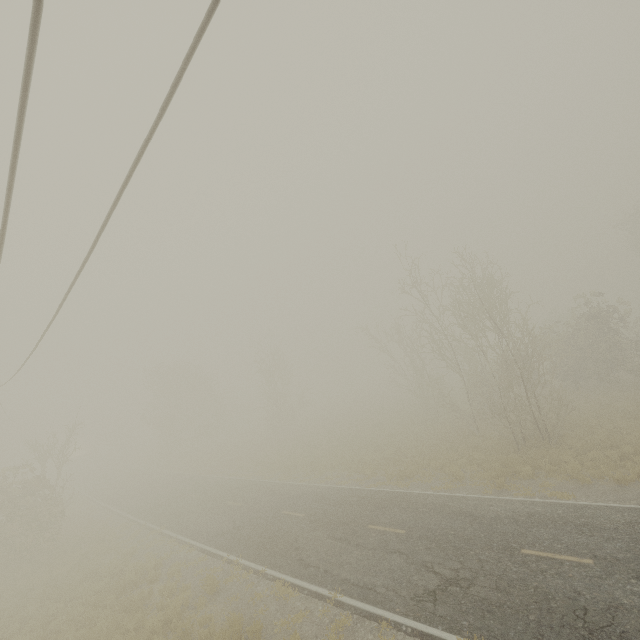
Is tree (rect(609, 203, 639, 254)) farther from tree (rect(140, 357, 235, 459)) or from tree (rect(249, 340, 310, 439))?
tree (rect(140, 357, 235, 459))

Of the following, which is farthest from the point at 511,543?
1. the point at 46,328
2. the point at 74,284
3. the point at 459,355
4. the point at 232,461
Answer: the point at 232,461

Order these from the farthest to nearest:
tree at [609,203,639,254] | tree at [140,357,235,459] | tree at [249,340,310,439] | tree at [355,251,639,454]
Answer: tree at [140,357,235,459] < tree at [249,340,310,439] < tree at [609,203,639,254] < tree at [355,251,639,454]

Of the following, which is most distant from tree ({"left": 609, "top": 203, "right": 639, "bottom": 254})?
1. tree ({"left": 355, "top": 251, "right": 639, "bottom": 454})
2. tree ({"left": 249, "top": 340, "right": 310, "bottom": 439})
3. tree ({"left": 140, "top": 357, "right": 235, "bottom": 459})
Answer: tree ({"left": 140, "top": 357, "right": 235, "bottom": 459})

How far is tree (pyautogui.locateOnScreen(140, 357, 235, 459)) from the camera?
44.7 meters

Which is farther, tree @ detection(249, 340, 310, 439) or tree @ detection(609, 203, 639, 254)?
tree @ detection(249, 340, 310, 439)

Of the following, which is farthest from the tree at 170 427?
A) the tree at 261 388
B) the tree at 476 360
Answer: the tree at 476 360

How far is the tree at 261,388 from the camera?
39.9m
